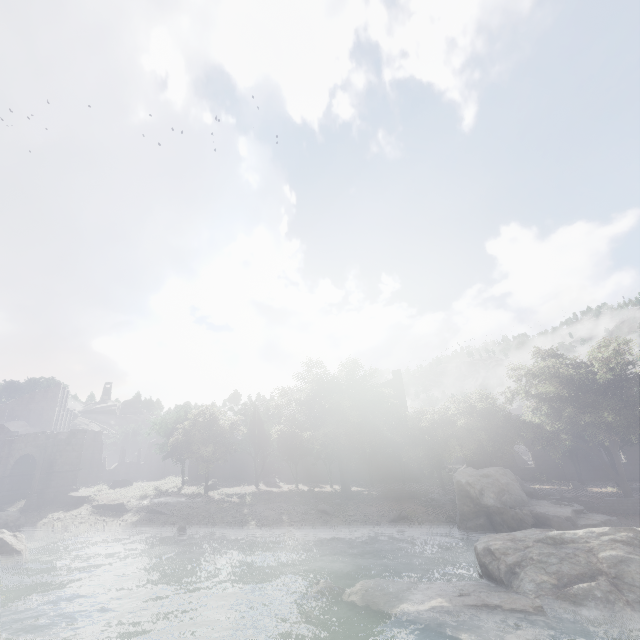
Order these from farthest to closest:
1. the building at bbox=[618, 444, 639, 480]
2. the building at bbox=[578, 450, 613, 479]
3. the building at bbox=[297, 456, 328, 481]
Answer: the building at bbox=[297, 456, 328, 481] < the building at bbox=[578, 450, 613, 479] < the building at bbox=[618, 444, 639, 480]

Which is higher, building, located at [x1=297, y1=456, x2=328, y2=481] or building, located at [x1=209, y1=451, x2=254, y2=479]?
building, located at [x1=209, y1=451, x2=254, y2=479]

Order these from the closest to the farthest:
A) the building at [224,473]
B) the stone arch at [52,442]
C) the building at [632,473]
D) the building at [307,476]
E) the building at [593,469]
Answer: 1. the stone arch at [52,442]
2. the building at [632,473]
3. the building at [593,469]
4. the building at [307,476]
5. the building at [224,473]

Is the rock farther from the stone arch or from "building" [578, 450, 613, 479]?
"building" [578, 450, 613, 479]

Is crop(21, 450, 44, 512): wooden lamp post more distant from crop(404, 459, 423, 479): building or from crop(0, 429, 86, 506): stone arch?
crop(404, 459, 423, 479): building

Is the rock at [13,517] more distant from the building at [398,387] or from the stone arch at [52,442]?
the building at [398,387]

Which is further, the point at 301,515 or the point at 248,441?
the point at 248,441

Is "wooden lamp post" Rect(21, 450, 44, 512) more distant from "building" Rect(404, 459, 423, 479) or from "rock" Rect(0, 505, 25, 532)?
"building" Rect(404, 459, 423, 479)
